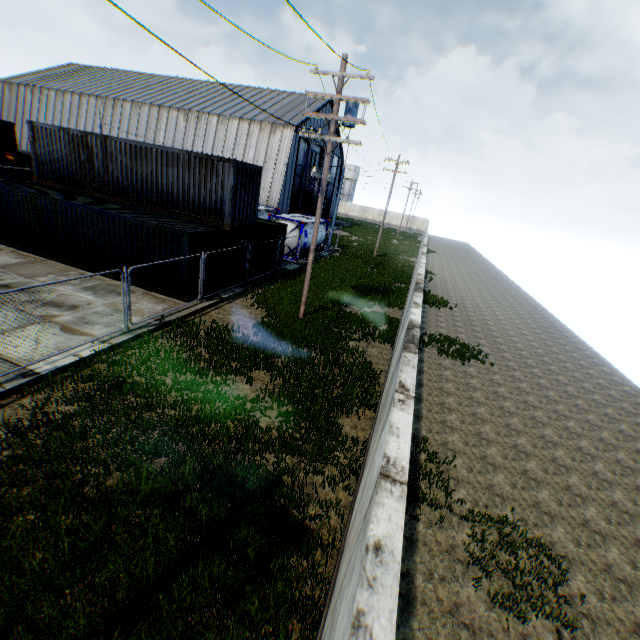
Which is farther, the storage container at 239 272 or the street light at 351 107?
the storage container at 239 272

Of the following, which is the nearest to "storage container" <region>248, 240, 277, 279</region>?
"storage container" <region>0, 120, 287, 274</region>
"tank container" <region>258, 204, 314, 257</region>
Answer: "storage container" <region>0, 120, 287, 274</region>

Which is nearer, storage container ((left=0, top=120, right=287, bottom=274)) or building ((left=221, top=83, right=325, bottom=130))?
storage container ((left=0, top=120, right=287, bottom=274))

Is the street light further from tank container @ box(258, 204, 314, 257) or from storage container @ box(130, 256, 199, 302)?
tank container @ box(258, 204, 314, 257)

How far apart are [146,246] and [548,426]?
16.5m

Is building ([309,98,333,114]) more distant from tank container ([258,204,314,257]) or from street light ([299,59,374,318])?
street light ([299,59,374,318])

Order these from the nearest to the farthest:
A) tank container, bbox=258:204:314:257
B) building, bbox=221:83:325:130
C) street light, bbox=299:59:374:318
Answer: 1. street light, bbox=299:59:374:318
2. tank container, bbox=258:204:314:257
3. building, bbox=221:83:325:130

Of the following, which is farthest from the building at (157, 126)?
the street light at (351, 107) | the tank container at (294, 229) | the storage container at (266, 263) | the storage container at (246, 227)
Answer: the street light at (351, 107)
